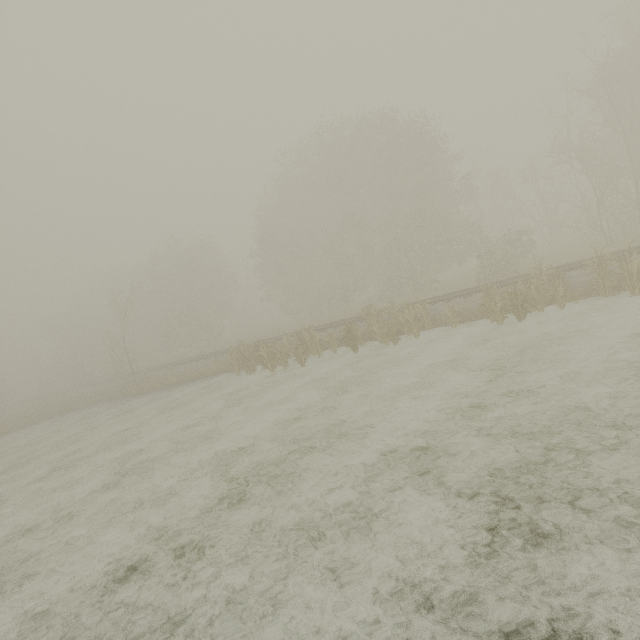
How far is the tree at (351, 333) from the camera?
15.2 meters

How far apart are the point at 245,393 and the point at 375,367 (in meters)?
6.36

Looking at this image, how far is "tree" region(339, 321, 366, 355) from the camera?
15.2 meters
